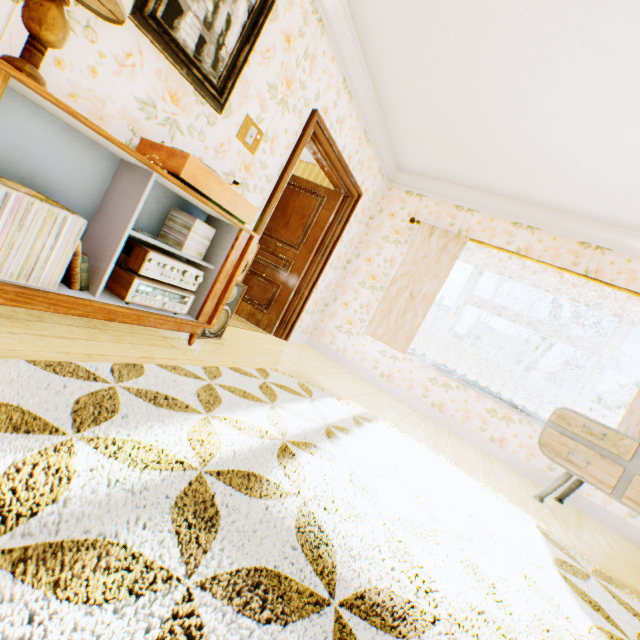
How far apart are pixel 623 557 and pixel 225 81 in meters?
5.0 m

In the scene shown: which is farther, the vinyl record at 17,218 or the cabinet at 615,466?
the cabinet at 615,466

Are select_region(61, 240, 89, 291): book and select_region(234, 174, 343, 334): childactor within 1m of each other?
no

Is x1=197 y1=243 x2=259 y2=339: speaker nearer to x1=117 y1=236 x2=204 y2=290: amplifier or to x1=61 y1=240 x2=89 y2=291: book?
x1=117 y1=236 x2=204 y2=290: amplifier

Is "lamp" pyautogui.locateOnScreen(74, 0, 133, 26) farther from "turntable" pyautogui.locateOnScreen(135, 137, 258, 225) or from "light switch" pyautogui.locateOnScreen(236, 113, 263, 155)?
"light switch" pyautogui.locateOnScreen(236, 113, 263, 155)

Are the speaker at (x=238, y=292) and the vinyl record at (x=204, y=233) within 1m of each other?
yes

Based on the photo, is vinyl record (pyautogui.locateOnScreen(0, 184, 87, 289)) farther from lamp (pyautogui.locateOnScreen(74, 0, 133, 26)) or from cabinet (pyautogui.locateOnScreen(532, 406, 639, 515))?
cabinet (pyautogui.locateOnScreen(532, 406, 639, 515))

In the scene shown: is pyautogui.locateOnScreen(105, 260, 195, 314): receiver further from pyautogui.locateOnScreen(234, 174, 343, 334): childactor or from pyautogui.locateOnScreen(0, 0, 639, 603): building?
pyautogui.locateOnScreen(234, 174, 343, 334): childactor
